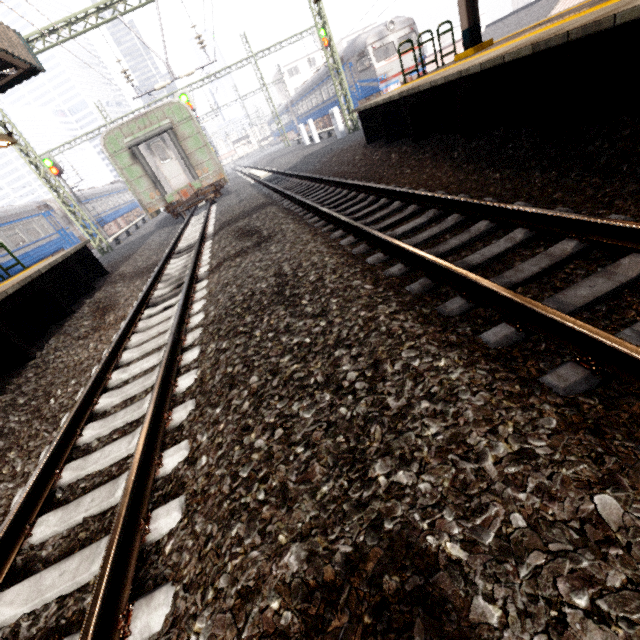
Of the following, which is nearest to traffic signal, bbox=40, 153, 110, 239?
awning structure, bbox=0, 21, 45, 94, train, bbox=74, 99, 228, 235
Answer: train, bbox=74, 99, 228, 235

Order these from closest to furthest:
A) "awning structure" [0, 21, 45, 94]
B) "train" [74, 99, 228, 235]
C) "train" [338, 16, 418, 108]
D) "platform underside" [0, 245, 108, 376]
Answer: "platform underside" [0, 245, 108, 376]
"awning structure" [0, 21, 45, 94]
"train" [74, 99, 228, 235]
"train" [338, 16, 418, 108]

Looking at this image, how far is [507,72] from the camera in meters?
4.5 m

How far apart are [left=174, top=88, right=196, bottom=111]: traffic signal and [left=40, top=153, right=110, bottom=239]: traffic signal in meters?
8.3

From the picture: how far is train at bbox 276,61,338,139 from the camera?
26.42m

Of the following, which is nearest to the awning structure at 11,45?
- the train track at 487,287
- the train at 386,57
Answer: the train track at 487,287

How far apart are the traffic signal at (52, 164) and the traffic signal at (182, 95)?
8.3m

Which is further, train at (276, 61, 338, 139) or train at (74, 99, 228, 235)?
train at (276, 61, 338, 139)
